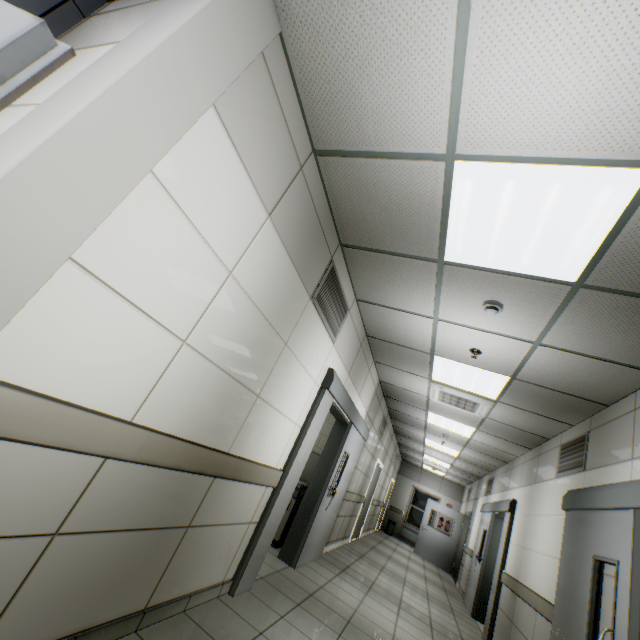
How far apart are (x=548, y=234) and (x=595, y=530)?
2.98m

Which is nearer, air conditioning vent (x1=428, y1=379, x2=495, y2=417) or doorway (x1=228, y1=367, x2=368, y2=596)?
doorway (x1=228, y1=367, x2=368, y2=596)

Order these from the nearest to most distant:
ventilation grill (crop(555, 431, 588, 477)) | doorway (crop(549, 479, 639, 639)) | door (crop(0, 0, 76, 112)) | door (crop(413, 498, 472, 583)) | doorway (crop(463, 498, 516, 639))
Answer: door (crop(0, 0, 76, 112)) < doorway (crop(549, 479, 639, 639)) < ventilation grill (crop(555, 431, 588, 477)) < doorway (crop(463, 498, 516, 639)) < door (crop(413, 498, 472, 583))

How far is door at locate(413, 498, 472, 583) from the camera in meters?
11.6 m

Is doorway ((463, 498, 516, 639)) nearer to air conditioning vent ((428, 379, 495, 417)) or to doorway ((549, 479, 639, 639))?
air conditioning vent ((428, 379, 495, 417))

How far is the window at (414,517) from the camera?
15.1 meters

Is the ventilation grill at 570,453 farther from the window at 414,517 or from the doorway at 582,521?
the window at 414,517

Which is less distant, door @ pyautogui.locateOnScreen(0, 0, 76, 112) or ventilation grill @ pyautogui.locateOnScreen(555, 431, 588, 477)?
door @ pyautogui.locateOnScreen(0, 0, 76, 112)
